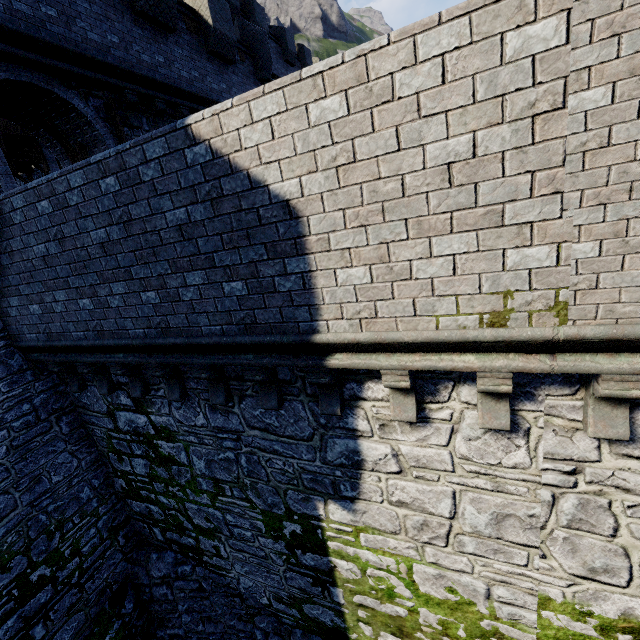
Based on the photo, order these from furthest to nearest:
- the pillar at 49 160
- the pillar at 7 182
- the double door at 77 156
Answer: the pillar at 49 160
the pillar at 7 182
the double door at 77 156

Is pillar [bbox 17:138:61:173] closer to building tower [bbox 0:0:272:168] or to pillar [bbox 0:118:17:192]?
building tower [bbox 0:0:272:168]

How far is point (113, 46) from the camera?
8.28m

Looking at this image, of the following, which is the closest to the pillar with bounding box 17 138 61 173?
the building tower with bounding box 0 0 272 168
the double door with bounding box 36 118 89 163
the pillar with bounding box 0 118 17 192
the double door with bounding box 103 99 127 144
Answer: the building tower with bounding box 0 0 272 168

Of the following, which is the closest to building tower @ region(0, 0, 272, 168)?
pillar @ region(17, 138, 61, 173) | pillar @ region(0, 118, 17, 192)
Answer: pillar @ region(17, 138, 61, 173)

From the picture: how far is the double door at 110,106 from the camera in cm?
847

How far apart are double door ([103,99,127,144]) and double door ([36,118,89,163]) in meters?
0.7
